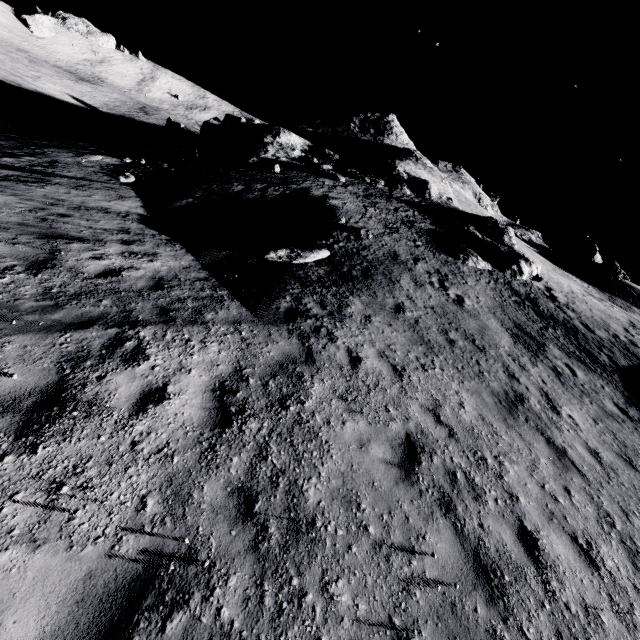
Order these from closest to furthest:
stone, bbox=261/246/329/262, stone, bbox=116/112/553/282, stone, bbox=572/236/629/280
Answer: stone, bbox=261/246/329/262, stone, bbox=116/112/553/282, stone, bbox=572/236/629/280

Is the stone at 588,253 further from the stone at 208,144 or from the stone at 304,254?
the stone at 304,254

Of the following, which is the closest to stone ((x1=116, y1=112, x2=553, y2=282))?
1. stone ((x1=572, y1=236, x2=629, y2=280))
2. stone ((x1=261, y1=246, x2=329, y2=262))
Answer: stone ((x1=261, y1=246, x2=329, y2=262))

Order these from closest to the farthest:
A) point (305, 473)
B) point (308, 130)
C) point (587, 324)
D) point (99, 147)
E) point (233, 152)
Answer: point (305, 473) → point (587, 324) → point (99, 147) → point (233, 152) → point (308, 130)

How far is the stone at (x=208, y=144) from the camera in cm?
2066

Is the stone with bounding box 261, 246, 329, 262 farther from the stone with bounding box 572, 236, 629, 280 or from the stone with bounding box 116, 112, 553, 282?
the stone with bounding box 572, 236, 629, 280

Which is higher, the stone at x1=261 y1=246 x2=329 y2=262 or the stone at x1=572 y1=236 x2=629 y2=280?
the stone at x1=572 y1=236 x2=629 y2=280
